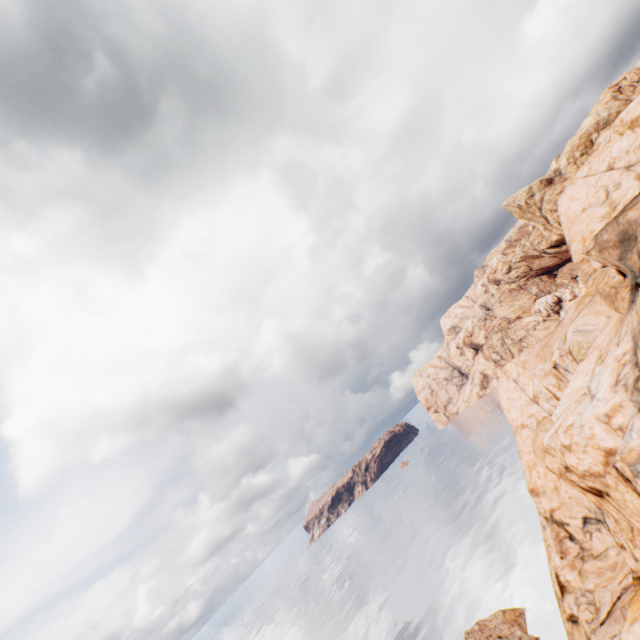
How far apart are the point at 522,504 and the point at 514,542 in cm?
809

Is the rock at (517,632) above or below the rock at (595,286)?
below

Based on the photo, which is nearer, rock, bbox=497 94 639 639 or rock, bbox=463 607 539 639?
rock, bbox=497 94 639 639

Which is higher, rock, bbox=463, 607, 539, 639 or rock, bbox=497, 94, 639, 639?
rock, bbox=497, 94, 639, 639

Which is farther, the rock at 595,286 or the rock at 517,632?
the rock at 517,632
